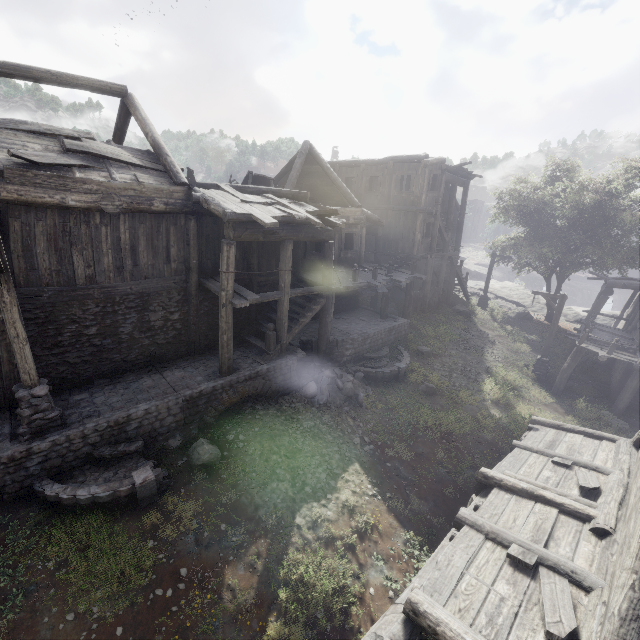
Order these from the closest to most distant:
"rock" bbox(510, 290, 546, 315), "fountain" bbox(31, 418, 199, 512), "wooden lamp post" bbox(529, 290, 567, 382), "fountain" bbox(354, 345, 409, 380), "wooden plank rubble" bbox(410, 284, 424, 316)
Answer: "fountain" bbox(31, 418, 199, 512), "fountain" bbox(354, 345, 409, 380), "wooden lamp post" bbox(529, 290, 567, 382), "wooden plank rubble" bbox(410, 284, 424, 316), "rock" bbox(510, 290, 546, 315)

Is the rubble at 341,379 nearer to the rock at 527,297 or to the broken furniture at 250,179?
the broken furniture at 250,179

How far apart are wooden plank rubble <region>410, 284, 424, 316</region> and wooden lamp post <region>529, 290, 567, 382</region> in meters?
6.5 m

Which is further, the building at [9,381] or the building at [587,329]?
the building at [587,329]

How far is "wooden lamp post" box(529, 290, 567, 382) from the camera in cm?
1642

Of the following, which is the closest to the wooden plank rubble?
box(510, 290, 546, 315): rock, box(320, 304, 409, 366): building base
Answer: box(320, 304, 409, 366): building base

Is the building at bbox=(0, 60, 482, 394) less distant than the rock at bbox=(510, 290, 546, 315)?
Yes

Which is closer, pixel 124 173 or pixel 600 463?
pixel 600 463
